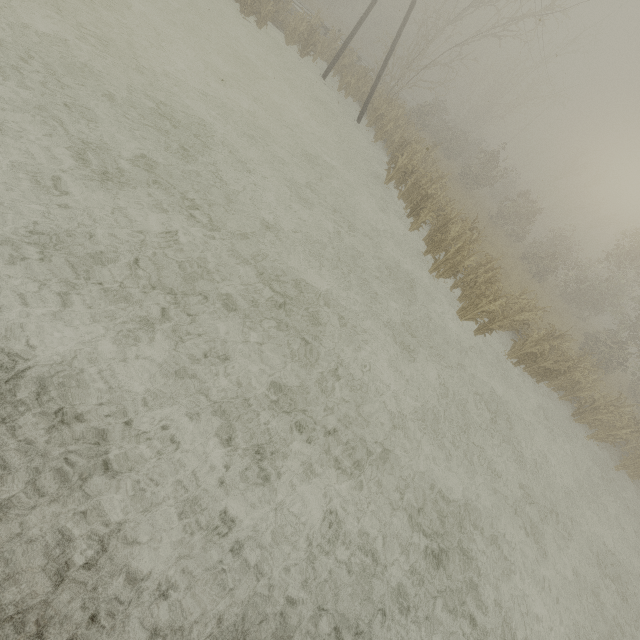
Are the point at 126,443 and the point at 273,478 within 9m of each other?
yes

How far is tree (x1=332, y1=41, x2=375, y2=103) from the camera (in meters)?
19.34

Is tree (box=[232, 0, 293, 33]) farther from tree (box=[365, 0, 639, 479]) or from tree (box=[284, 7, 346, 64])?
tree (box=[365, 0, 639, 479])

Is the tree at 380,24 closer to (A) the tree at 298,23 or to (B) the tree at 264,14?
(A) the tree at 298,23

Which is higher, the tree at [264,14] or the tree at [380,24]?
the tree at [380,24]

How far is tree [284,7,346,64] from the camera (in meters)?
17.75
